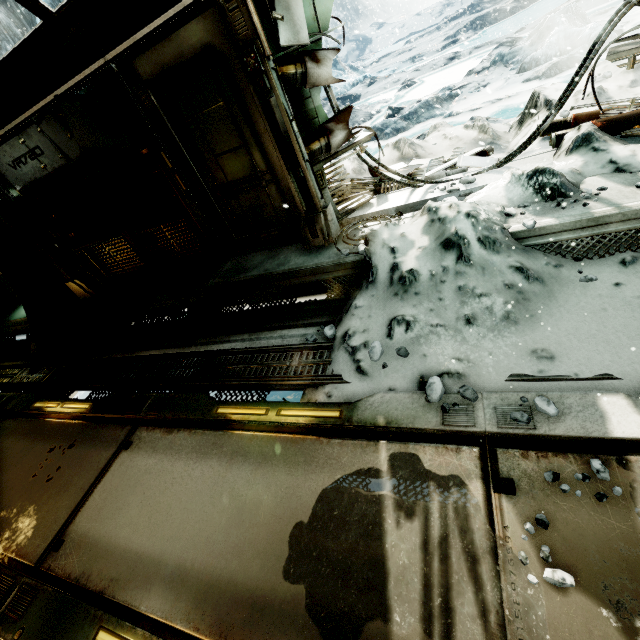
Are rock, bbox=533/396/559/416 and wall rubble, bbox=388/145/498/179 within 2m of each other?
no

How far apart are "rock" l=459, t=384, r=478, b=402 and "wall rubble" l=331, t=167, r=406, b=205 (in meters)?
3.39

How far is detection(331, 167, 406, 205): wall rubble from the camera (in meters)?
4.94

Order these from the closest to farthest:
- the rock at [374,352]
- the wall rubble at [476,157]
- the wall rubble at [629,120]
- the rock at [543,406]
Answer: the rock at [543,406], the rock at [374,352], the wall rubble at [629,120], the wall rubble at [476,157]

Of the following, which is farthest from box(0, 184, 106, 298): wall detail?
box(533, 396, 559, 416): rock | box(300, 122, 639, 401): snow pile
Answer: box(533, 396, 559, 416): rock

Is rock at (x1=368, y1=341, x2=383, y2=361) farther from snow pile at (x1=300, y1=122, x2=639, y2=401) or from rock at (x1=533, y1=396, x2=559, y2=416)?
rock at (x1=533, y1=396, x2=559, y2=416)

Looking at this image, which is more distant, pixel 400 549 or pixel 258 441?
pixel 258 441

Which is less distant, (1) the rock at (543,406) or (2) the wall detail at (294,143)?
(1) the rock at (543,406)
